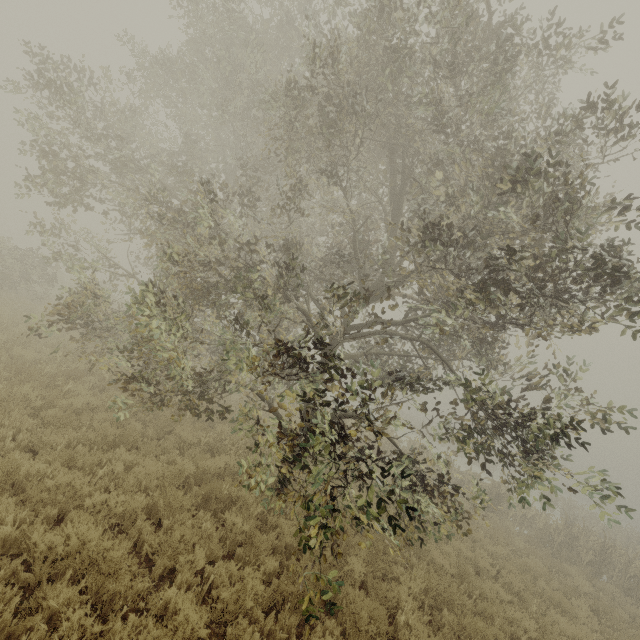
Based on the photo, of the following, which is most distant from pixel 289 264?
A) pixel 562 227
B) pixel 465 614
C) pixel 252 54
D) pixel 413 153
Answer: pixel 465 614
